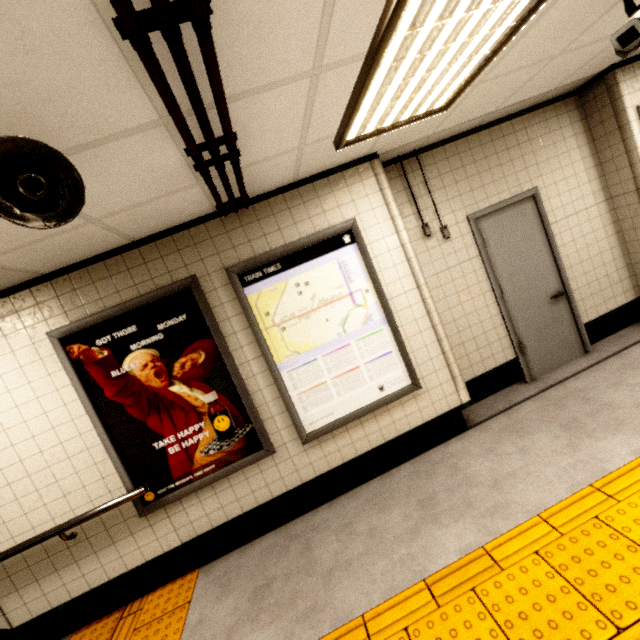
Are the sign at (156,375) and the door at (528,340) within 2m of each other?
no

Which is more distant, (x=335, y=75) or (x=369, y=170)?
(x=369, y=170)

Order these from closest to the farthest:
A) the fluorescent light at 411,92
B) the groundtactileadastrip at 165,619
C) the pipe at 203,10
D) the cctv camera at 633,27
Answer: the pipe at 203,10 < the fluorescent light at 411,92 < the cctv camera at 633,27 < the groundtactileadastrip at 165,619

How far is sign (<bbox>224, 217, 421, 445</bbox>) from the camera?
2.9m

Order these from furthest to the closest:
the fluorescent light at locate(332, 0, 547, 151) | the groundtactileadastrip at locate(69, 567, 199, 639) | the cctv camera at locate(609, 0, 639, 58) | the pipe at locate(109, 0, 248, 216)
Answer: the groundtactileadastrip at locate(69, 567, 199, 639)
the cctv camera at locate(609, 0, 639, 58)
the fluorescent light at locate(332, 0, 547, 151)
the pipe at locate(109, 0, 248, 216)

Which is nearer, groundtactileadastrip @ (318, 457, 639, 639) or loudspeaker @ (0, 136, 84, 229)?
loudspeaker @ (0, 136, 84, 229)

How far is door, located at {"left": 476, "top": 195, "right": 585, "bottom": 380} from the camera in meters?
3.7 m

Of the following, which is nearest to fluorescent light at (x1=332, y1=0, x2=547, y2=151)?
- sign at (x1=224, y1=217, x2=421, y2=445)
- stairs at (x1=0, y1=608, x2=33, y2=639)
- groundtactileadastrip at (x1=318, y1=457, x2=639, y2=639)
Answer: sign at (x1=224, y1=217, x2=421, y2=445)
